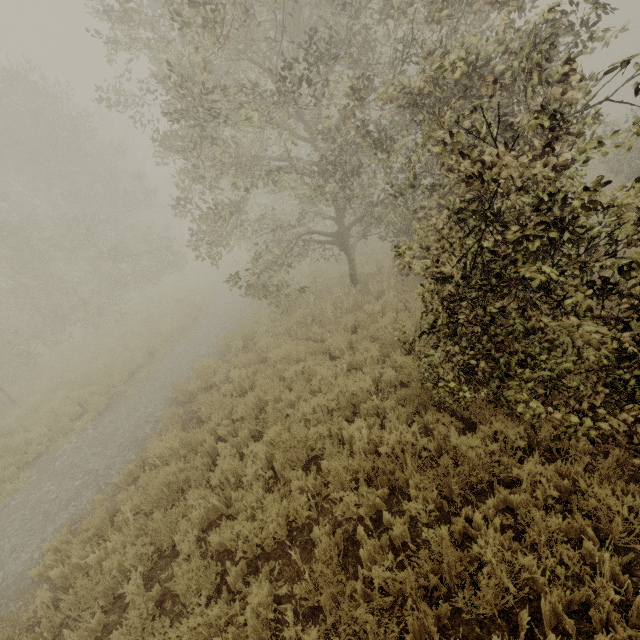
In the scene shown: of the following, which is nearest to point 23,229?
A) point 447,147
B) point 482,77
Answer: point 447,147
